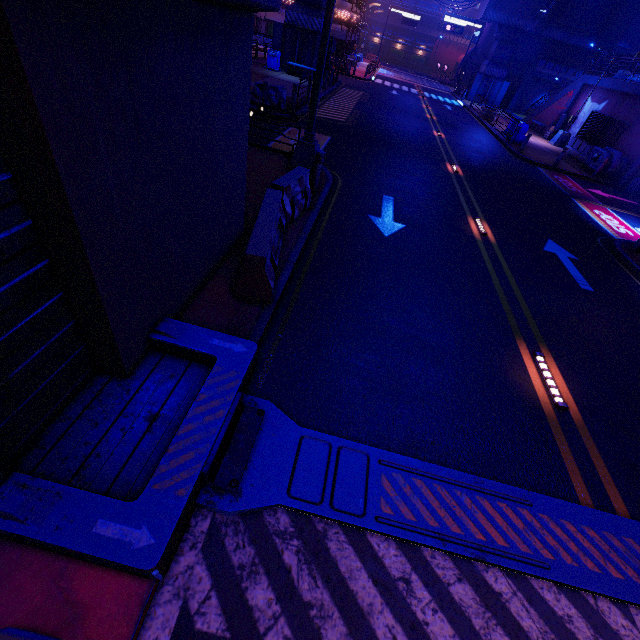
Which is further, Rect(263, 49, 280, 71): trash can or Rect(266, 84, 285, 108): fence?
Rect(263, 49, 280, 71): trash can

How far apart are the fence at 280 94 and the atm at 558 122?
24.8m

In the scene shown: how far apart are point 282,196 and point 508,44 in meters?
47.2 m

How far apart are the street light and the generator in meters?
5.7 m

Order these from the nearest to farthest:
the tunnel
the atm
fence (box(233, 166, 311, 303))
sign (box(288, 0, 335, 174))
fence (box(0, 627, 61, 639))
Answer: fence (box(0, 627, 61, 639)) → the tunnel → fence (box(233, 166, 311, 303)) → sign (box(288, 0, 335, 174)) → the atm

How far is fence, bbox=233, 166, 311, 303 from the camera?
4.8 meters

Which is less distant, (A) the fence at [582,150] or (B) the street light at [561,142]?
(A) the fence at [582,150]

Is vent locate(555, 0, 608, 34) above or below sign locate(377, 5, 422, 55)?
above
